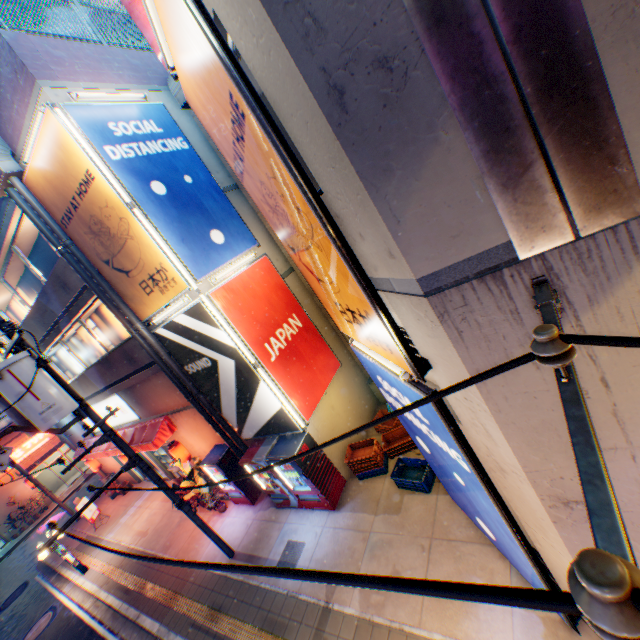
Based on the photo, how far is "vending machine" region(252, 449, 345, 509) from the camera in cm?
843

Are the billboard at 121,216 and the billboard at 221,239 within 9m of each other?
yes

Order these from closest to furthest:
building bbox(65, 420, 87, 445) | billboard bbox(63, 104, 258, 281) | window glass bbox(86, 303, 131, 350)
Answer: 1. billboard bbox(63, 104, 258, 281)
2. window glass bbox(86, 303, 131, 350)
3. building bbox(65, 420, 87, 445)

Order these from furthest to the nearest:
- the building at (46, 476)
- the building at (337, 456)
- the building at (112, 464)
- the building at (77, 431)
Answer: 1. the building at (46, 476)
2. the building at (112, 464)
3. the building at (77, 431)
4. the building at (337, 456)

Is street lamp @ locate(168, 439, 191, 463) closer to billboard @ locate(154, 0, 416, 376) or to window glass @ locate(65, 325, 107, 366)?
window glass @ locate(65, 325, 107, 366)

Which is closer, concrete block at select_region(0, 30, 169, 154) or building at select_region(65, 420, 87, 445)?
concrete block at select_region(0, 30, 169, 154)

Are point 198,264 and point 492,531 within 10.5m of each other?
yes

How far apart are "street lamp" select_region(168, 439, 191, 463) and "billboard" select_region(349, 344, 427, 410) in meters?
9.1 m
